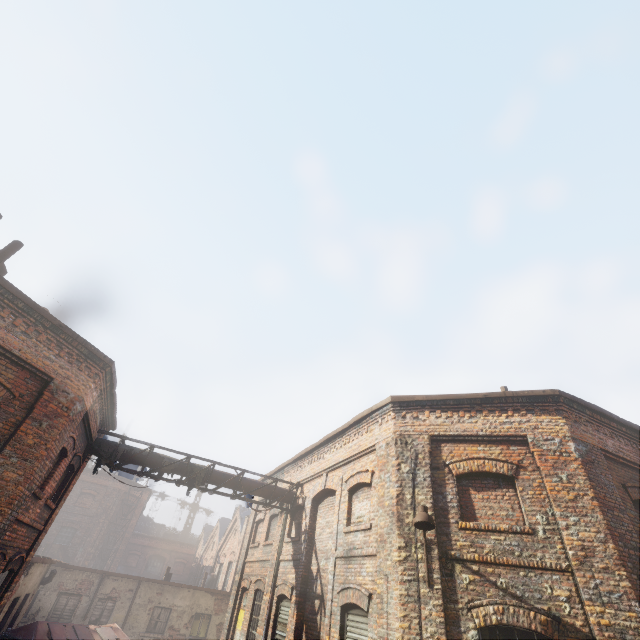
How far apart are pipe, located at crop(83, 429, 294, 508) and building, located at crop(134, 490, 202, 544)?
43.2 meters

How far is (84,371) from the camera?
8.27m

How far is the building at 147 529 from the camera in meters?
44.7

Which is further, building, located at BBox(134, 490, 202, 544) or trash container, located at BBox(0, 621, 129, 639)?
building, located at BBox(134, 490, 202, 544)

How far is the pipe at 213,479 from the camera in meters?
11.2

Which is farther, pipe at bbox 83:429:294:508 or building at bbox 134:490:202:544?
building at bbox 134:490:202:544

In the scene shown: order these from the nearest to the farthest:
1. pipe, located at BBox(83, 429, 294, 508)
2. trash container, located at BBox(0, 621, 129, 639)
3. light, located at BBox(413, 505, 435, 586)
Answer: light, located at BBox(413, 505, 435, 586)
pipe, located at BBox(83, 429, 294, 508)
trash container, located at BBox(0, 621, 129, 639)

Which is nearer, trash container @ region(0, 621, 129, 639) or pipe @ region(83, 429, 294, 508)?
pipe @ region(83, 429, 294, 508)
